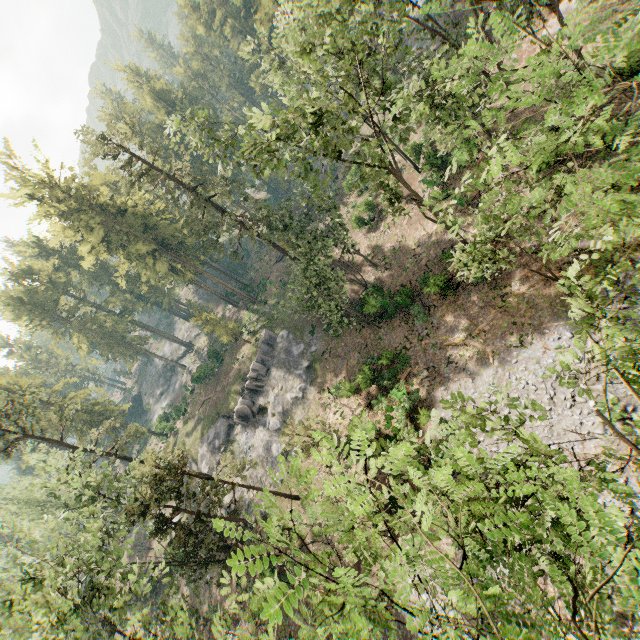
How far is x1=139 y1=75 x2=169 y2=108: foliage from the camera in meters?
58.0 m

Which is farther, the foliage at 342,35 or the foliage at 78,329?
the foliage at 78,329

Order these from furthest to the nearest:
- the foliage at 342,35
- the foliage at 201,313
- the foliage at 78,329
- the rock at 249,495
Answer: the foliage at 78,329, the foliage at 201,313, the rock at 249,495, the foliage at 342,35

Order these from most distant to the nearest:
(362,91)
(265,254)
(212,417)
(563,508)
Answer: (265,254)
(212,417)
(362,91)
(563,508)

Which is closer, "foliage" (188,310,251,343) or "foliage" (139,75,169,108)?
"foliage" (188,310,251,343)

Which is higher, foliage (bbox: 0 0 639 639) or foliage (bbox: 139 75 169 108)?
foliage (bbox: 139 75 169 108)

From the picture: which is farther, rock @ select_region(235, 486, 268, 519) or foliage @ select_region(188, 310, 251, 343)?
foliage @ select_region(188, 310, 251, 343)

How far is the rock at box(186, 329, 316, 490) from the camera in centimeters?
3444cm
